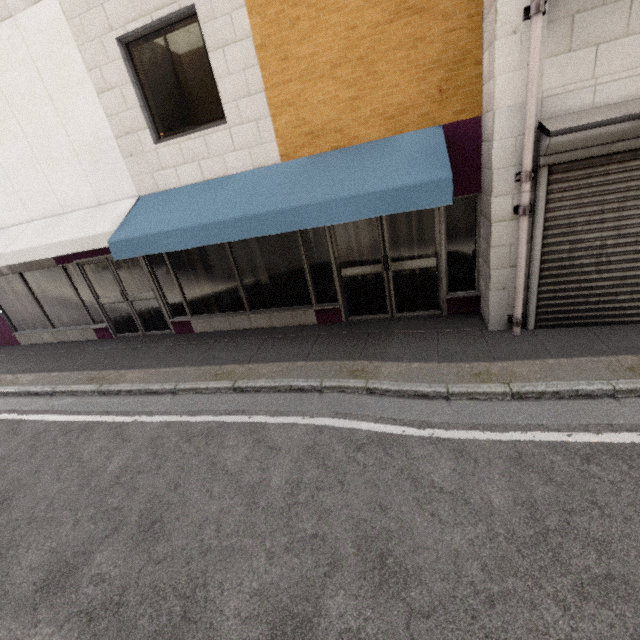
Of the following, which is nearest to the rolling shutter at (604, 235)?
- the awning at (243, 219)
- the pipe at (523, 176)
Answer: the pipe at (523, 176)

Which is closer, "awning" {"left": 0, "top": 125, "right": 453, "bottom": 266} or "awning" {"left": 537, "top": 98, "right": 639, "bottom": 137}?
"awning" {"left": 537, "top": 98, "right": 639, "bottom": 137}

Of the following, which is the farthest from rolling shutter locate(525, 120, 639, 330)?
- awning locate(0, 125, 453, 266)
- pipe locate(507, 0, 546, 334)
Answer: awning locate(0, 125, 453, 266)

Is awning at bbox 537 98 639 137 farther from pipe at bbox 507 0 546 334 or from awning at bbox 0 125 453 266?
awning at bbox 0 125 453 266

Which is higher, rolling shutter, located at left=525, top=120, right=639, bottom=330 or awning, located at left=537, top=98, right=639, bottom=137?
awning, located at left=537, top=98, right=639, bottom=137

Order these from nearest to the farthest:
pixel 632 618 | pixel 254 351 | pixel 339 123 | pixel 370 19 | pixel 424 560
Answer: pixel 632 618, pixel 424 560, pixel 370 19, pixel 339 123, pixel 254 351

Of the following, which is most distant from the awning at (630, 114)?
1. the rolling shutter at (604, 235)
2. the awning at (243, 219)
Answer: the awning at (243, 219)
